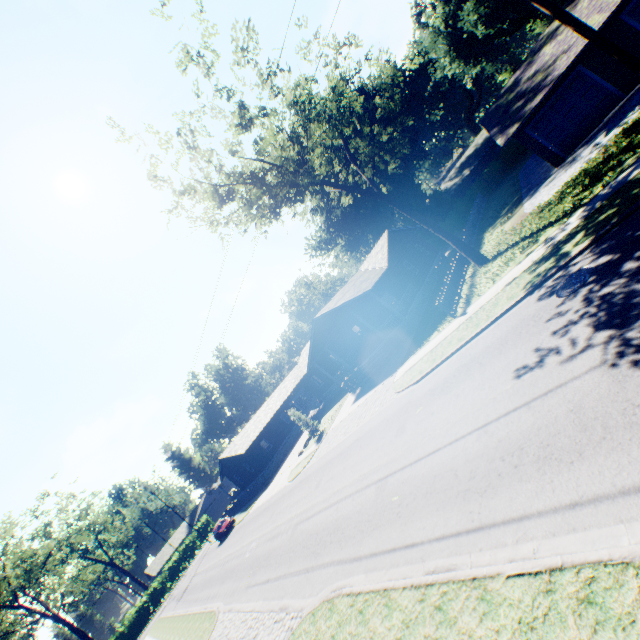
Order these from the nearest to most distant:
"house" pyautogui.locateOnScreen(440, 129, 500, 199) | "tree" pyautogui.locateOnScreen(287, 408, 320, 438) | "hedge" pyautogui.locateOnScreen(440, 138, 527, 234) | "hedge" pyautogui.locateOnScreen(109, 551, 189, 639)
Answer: "tree" pyautogui.locateOnScreen(287, 408, 320, 438), "hedge" pyautogui.locateOnScreen(440, 138, 527, 234), "house" pyautogui.locateOnScreen(440, 129, 500, 199), "hedge" pyautogui.locateOnScreen(109, 551, 189, 639)

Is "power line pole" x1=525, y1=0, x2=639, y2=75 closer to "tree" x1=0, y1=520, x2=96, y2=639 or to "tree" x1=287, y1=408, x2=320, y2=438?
"tree" x1=287, y1=408, x2=320, y2=438

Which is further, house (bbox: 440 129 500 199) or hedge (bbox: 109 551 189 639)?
hedge (bbox: 109 551 189 639)

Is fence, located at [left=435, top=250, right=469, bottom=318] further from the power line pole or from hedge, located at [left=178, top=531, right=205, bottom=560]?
hedge, located at [left=178, top=531, right=205, bottom=560]

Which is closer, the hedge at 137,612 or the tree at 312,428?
the tree at 312,428

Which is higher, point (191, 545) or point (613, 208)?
point (191, 545)

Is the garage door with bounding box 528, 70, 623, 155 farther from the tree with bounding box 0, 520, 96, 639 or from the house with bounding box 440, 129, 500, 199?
the tree with bounding box 0, 520, 96, 639

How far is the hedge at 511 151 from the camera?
37.06m
